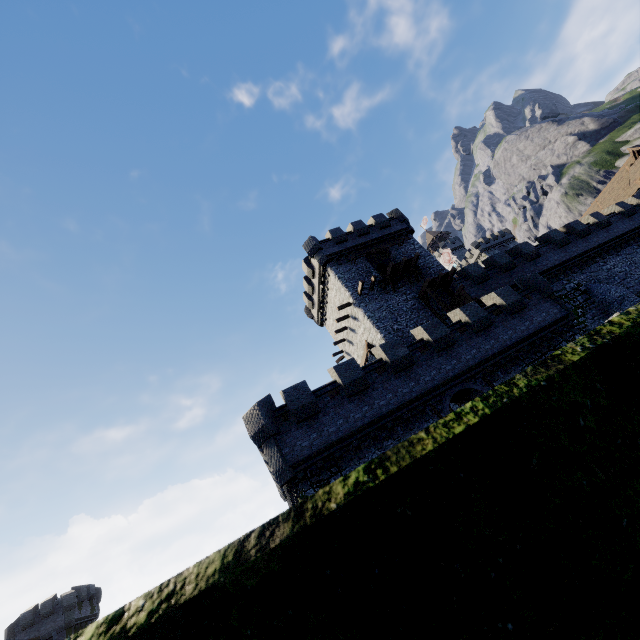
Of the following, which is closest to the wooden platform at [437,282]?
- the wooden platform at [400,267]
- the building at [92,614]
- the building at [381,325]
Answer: the building at [381,325]

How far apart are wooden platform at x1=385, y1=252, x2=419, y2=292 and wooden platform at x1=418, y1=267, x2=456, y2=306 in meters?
1.3 m

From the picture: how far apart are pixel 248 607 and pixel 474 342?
20.8m

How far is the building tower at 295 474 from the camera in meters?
15.4 m

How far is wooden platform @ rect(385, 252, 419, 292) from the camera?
27.2 meters

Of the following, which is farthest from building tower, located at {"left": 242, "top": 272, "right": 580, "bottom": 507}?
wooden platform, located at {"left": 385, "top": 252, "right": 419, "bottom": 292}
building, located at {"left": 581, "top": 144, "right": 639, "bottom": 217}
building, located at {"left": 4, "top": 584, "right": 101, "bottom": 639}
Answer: building, located at {"left": 581, "top": 144, "right": 639, "bottom": 217}

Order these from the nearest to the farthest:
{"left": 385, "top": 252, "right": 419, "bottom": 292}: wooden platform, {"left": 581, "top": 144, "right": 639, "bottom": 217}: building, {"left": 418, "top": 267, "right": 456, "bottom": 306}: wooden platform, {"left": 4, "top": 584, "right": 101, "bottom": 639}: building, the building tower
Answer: the building tower
{"left": 418, "top": 267, "right": 456, "bottom": 306}: wooden platform
{"left": 385, "top": 252, "right": 419, "bottom": 292}: wooden platform
{"left": 4, "top": 584, "right": 101, "bottom": 639}: building
{"left": 581, "top": 144, "right": 639, "bottom": 217}: building

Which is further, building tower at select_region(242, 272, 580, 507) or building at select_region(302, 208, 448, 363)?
building at select_region(302, 208, 448, 363)
